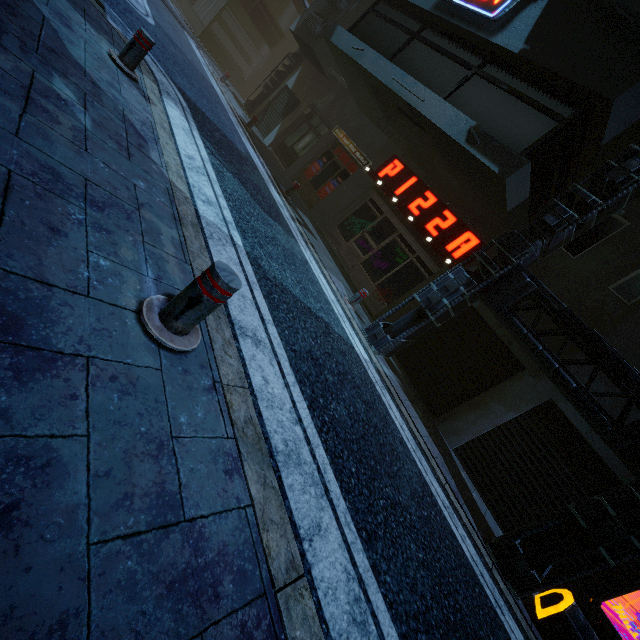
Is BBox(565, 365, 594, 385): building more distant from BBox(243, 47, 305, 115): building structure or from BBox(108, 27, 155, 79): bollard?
BBox(108, 27, 155, 79): bollard

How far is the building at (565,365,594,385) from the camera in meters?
6.9 m

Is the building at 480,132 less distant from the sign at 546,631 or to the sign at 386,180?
the sign at 386,180

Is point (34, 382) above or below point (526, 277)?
below

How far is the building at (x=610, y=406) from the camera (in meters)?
6.50

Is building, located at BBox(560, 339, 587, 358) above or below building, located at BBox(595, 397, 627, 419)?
above

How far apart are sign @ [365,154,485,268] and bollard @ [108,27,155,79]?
7.1 meters

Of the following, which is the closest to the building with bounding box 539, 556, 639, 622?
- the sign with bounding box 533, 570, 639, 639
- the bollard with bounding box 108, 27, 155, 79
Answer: the sign with bounding box 533, 570, 639, 639
